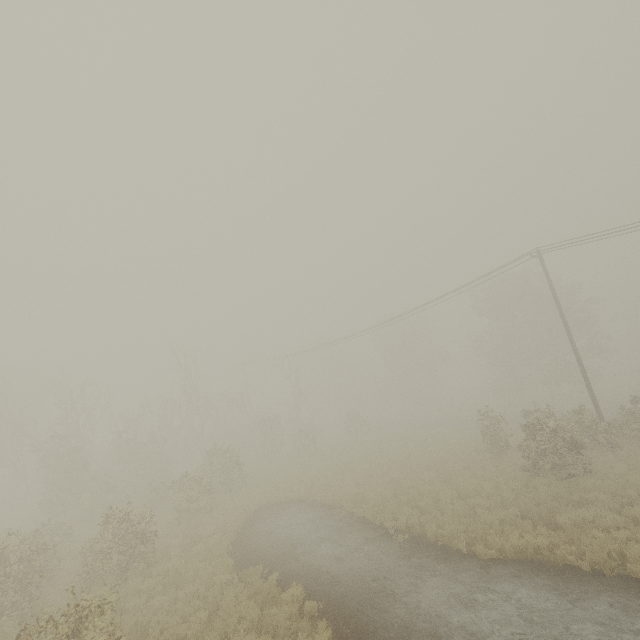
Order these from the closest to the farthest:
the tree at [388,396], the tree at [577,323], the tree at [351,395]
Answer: the tree at [577,323] → the tree at [351,395] → the tree at [388,396]

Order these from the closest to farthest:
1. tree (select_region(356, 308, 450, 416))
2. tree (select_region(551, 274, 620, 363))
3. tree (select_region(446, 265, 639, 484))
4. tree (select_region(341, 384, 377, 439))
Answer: tree (select_region(446, 265, 639, 484)) < tree (select_region(551, 274, 620, 363)) < tree (select_region(341, 384, 377, 439)) < tree (select_region(356, 308, 450, 416))

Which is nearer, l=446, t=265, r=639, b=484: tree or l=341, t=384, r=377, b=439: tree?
l=446, t=265, r=639, b=484: tree

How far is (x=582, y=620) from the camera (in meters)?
7.84

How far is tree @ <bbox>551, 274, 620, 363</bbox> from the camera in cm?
3372

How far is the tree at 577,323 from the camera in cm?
3372

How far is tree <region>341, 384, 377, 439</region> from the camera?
36.8m
